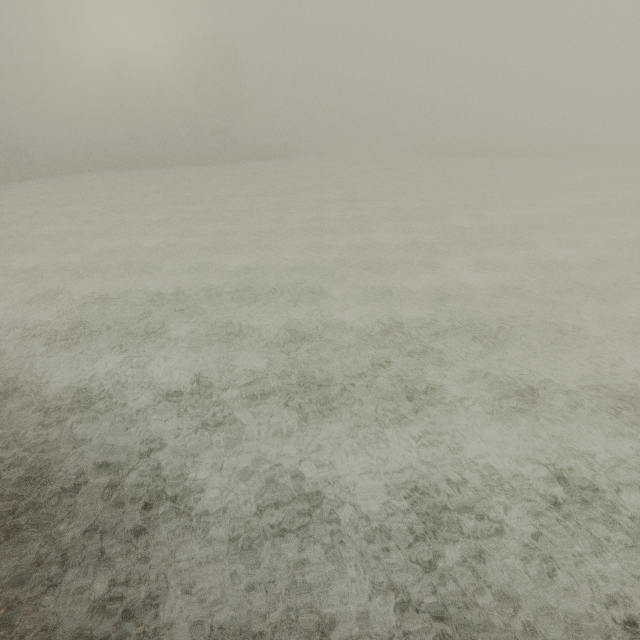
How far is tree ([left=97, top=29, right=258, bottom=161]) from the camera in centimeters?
4344cm

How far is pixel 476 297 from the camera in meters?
11.1 m

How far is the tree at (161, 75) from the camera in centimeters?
4344cm
